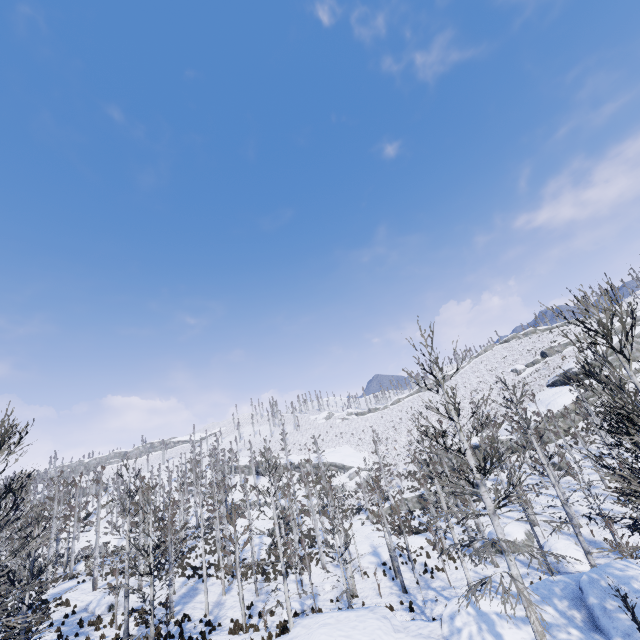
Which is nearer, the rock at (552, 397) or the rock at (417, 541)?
the rock at (417, 541)

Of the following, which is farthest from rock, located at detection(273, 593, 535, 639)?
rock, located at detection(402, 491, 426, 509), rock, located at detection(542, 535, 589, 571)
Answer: rock, located at detection(402, 491, 426, 509)

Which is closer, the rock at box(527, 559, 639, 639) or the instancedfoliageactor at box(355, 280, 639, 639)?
the instancedfoliageactor at box(355, 280, 639, 639)

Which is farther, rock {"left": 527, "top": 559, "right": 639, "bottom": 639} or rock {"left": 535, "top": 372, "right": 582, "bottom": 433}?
rock {"left": 535, "top": 372, "right": 582, "bottom": 433}

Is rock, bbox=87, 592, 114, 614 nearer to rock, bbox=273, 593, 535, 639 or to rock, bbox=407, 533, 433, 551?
rock, bbox=273, 593, 535, 639

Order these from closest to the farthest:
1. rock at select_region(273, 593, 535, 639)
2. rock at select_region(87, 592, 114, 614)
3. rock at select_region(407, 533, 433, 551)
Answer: rock at select_region(273, 593, 535, 639) < rock at select_region(87, 592, 114, 614) < rock at select_region(407, 533, 433, 551)

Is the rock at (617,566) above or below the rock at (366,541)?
above

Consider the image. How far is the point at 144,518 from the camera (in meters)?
19.17
